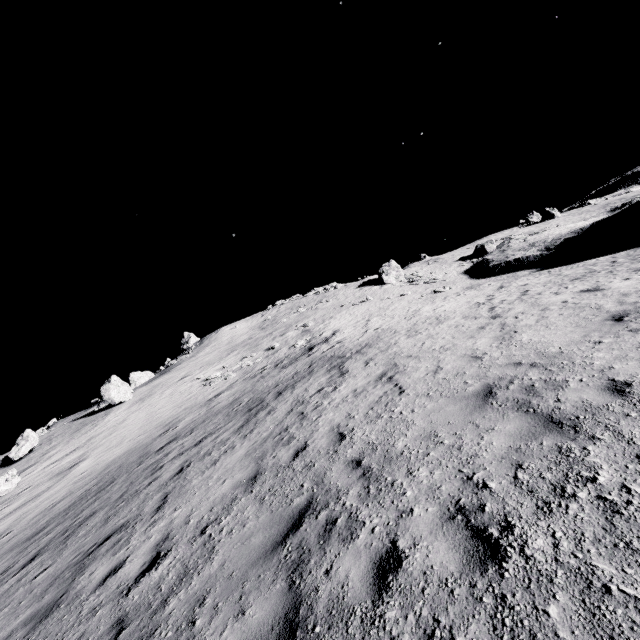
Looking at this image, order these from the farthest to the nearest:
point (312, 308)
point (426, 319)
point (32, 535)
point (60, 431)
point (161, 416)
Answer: point (312, 308), point (60, 431), point (161, 416), point (426, 319), point (32, 535)

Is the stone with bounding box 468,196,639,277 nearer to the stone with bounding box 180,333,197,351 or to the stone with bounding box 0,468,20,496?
the stone with bounding box 180,333,197,351

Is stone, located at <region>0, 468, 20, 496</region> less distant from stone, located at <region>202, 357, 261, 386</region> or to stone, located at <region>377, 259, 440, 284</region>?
stone, located at <region>202, 357, 261, 386</region>

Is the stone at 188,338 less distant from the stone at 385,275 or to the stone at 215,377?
the stone at 215,377

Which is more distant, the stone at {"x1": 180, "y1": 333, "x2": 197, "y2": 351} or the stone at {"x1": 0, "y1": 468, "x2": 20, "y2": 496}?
the stone at {"x1": 180, "y1": 333, "x2": 197, "y2": 351}

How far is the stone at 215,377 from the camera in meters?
23.9

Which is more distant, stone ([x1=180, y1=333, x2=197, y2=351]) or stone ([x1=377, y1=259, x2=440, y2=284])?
stone ([x1=180, y1=333, x2=197, y2=351])
